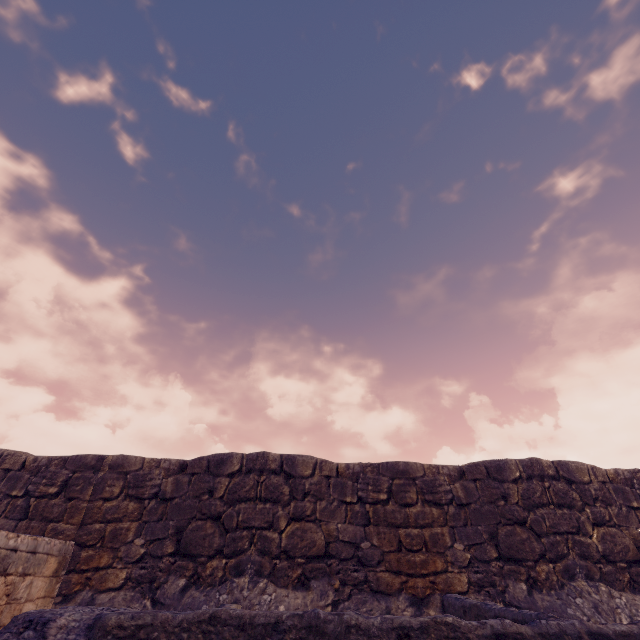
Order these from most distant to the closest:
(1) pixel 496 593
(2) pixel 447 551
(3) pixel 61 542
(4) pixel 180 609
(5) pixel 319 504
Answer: (5) pixel 319 504 < (2) pixel 447 551 < (1) pixel 496 593 < (4) pixel 180 609 < (3) pixel 61 542
